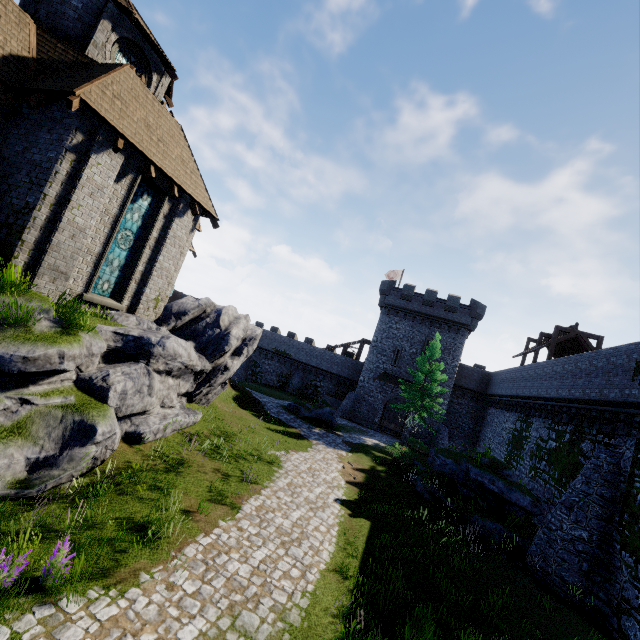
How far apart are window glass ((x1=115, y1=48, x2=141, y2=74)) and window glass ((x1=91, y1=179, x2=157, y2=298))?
5.9 meters

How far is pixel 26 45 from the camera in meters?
10.9

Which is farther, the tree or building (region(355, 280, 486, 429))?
building (region(355, 280, 486, 429))

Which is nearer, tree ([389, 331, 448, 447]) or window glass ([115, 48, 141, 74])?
window glass ([115, 48, 141, 74])

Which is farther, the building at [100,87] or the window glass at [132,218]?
the window glass at [132,218]

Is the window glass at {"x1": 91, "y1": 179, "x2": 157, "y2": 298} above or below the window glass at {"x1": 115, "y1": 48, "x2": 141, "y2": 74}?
below

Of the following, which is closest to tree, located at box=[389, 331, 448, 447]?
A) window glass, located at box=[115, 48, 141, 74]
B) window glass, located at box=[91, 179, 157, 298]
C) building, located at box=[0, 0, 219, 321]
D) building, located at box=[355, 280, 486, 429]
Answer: building, located at box=[355, 280, 486, 429]

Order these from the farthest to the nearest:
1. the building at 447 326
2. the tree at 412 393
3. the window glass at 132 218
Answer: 1. the building at 447 326
2. the tree at 412 393
3. the window glass at 132 218
